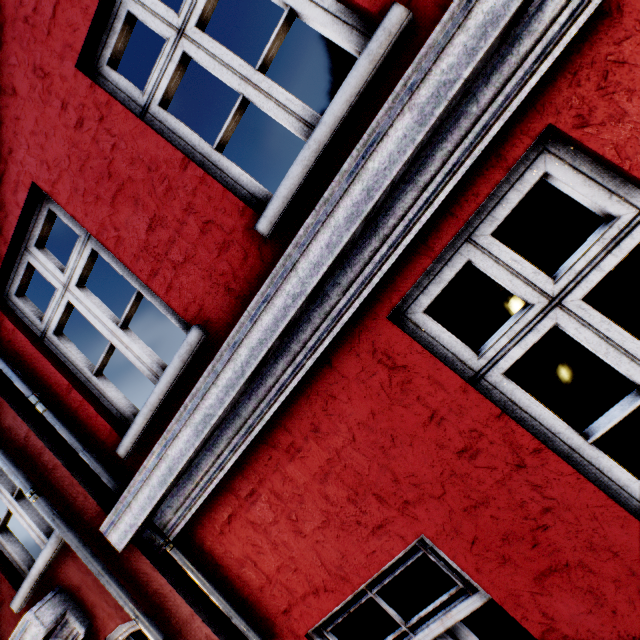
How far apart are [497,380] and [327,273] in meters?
1.1 m
